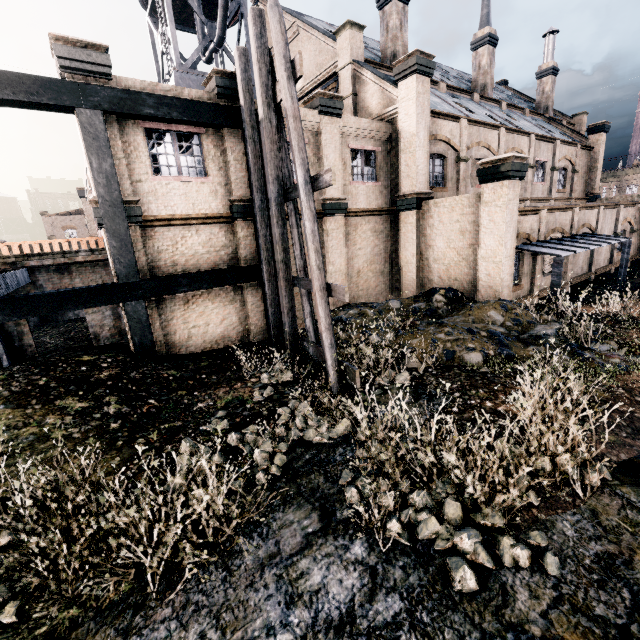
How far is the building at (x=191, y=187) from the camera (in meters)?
11.11

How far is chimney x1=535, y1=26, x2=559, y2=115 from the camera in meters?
32.9 m

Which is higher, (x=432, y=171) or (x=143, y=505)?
(x=432, y=171)

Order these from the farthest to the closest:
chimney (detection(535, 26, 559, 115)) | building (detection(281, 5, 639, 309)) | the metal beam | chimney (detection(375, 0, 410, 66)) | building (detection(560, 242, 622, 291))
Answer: chimney (detection(535, 26, 559, 115))
chimney (detection(375, 0, 410, 66))
building (detection(560, 242, 622, 291))
building (detection(281, 5, 639, 309))
the metal beam

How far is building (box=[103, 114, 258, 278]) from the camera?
11.1m

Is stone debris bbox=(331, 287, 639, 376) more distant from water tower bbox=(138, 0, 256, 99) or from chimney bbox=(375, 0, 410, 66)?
chimney bbox=(375, 0, 410, 66)

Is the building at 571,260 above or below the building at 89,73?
below
